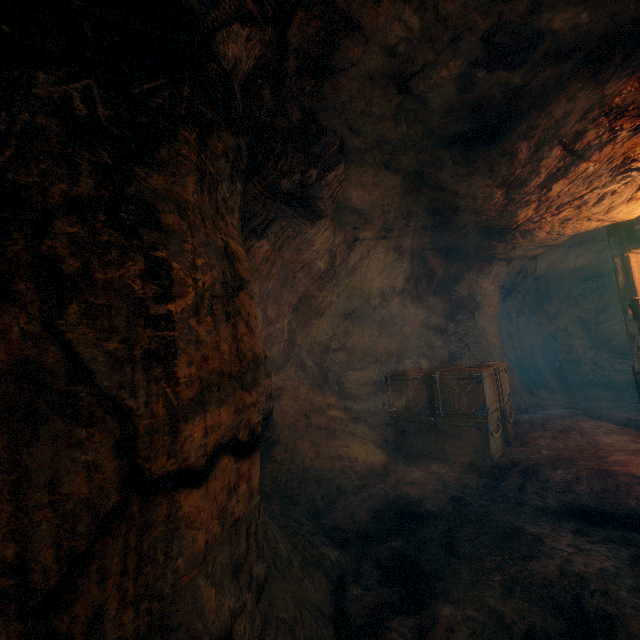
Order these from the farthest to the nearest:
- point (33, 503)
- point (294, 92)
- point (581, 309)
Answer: point (581, 309)
point (294, 92)
point (33, 503)

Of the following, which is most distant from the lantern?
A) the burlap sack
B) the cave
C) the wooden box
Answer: the cave

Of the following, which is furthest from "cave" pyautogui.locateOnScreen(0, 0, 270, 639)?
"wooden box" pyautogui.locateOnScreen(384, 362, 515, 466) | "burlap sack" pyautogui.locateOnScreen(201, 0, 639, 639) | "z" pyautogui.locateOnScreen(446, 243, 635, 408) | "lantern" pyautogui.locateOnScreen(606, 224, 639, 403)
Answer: "z" pyautogui.locateOnScreen(446, 243, 635, 408)

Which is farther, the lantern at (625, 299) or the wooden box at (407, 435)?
the lantern at (625, 299)

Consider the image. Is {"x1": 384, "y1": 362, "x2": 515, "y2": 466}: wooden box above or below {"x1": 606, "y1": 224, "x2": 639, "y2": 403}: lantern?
below

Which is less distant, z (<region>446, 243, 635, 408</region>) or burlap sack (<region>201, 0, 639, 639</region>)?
burlap sack (<region>201, 0, 639, 639</region>)

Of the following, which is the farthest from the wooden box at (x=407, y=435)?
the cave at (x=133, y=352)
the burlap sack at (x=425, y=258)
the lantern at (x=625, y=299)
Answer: the cave at (x=133, y=352)

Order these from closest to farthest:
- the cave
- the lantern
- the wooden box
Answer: the cave < the wooden box < the lantern
